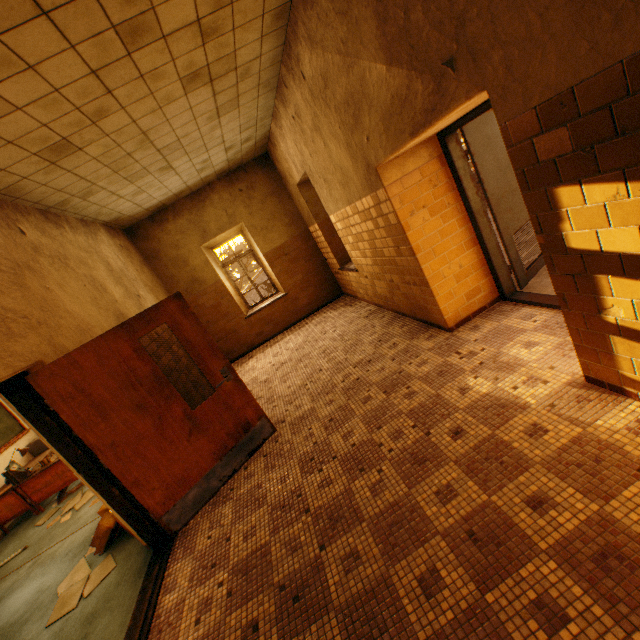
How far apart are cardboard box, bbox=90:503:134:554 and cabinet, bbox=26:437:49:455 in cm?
430

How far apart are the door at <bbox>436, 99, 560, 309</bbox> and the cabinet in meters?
9.4 m

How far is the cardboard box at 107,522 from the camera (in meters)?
3.67

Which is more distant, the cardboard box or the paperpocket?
the paperpocket

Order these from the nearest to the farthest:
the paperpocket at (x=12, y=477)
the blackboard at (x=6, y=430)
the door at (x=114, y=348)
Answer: the door at (x=114, y=348) → the paperpocket at (x=12, y=477) → the blackboard at (x=6, y=430)

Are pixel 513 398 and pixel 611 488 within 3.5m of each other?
yes

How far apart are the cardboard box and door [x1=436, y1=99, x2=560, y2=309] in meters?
5.1 m

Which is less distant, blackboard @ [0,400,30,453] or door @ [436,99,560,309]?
door @ [436,99,560,309]
